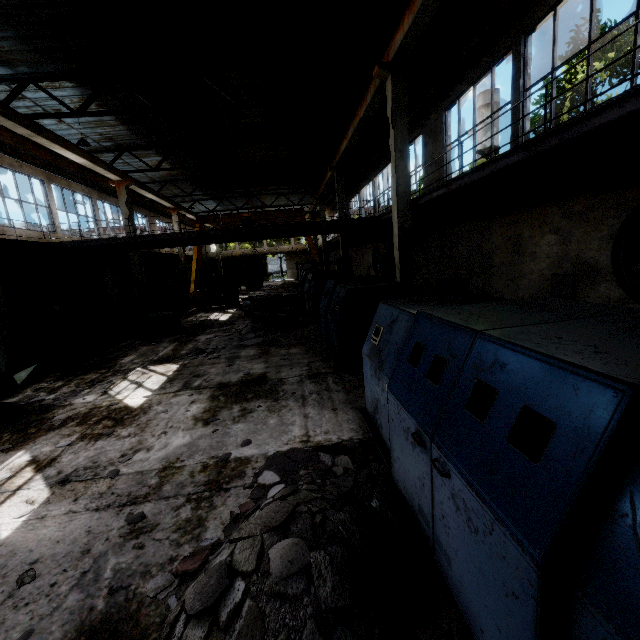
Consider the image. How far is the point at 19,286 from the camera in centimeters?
1380cm

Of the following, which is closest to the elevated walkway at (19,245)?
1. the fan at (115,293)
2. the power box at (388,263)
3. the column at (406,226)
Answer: the column at (406,226)

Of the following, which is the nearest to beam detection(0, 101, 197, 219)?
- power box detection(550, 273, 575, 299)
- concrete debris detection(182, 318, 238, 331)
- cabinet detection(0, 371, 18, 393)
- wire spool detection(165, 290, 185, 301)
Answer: wire spool detection(165, 290, 185, 301)

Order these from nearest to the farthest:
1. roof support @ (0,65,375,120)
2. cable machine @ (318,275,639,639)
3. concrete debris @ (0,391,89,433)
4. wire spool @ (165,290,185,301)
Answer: cable machine @ (318,275,639,639), concrete debris @ (0,391,89,433), roof support @ (0,65,375,120), wire spool @ (165,290,185,301)

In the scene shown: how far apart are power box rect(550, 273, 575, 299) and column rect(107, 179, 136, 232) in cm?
1947

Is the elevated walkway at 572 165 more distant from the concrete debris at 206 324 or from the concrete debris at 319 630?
the concrete debris at 319 630

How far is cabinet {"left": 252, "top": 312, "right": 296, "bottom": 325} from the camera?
12.4 meters

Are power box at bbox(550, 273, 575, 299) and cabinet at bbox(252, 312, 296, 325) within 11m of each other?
yes
